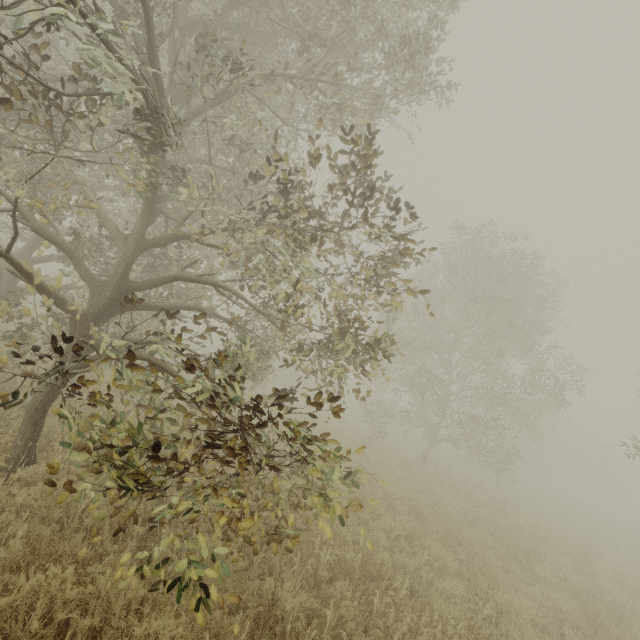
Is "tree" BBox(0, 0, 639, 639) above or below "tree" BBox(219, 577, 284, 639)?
above

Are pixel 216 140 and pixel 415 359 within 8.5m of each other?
no

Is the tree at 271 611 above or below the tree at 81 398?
below
